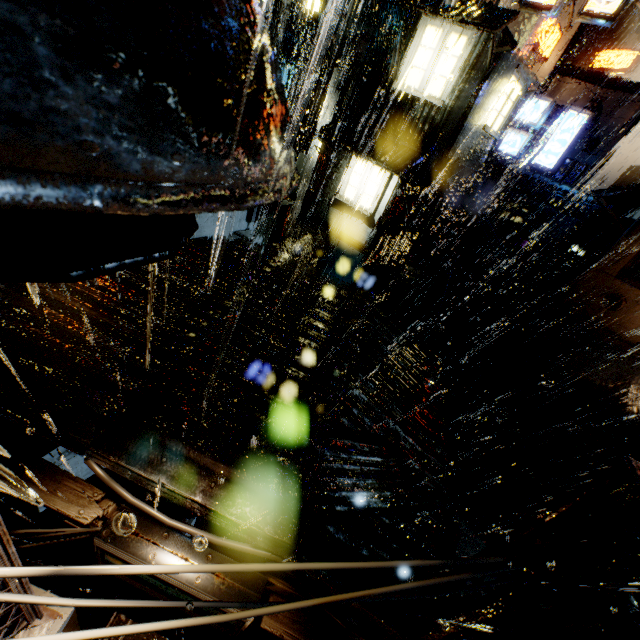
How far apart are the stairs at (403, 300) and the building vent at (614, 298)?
9.29m

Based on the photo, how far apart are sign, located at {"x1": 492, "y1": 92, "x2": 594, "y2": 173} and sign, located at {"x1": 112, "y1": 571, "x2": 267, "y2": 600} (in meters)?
21.40

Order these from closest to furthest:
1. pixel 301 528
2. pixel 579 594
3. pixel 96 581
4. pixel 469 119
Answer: pixel 579 594, pixel 301 528, pixel 96 581, pixel 469 119

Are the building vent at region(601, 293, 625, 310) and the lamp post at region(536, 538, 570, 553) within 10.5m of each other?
no

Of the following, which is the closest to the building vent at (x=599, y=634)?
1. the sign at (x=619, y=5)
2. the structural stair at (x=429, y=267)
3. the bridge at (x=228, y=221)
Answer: the structural stair at (x=429, y=267)

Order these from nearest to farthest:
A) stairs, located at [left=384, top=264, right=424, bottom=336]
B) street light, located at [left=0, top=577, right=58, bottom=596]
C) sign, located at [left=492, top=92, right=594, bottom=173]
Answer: street light, located at [left=0, top=577, right=58, bottom=596], sign, located at [left=492, top=92, right=594, bottom=173], stairs, located at [left=384, top=264, right=424, bottom=336]

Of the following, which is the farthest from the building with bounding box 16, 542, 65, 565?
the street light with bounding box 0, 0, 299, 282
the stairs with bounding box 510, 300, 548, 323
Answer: the street light with bounding box 0, 0, 299, 282

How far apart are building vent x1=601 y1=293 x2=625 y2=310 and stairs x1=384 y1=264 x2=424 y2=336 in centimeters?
929cm
